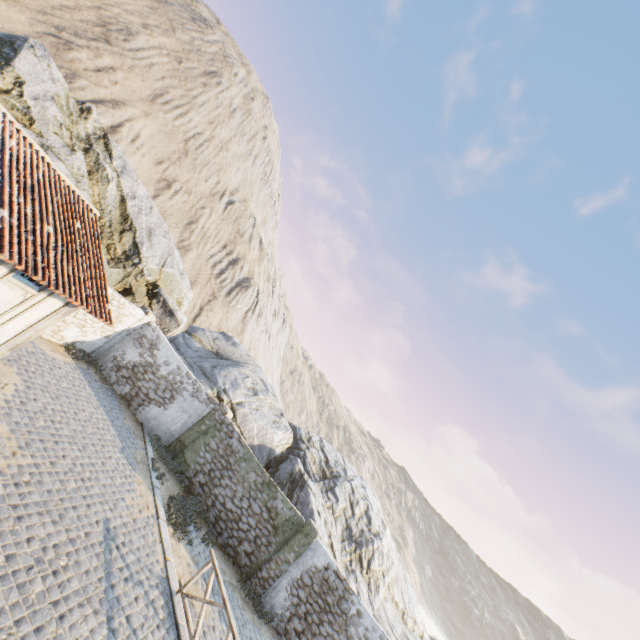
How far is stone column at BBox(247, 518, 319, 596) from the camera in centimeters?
1214cm

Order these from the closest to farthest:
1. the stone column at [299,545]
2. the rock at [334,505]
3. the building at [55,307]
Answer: the building at [55,307], the stone column at [299,545], the rock at [334,505]

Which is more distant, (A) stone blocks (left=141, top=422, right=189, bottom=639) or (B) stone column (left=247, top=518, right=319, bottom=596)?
(B) stone column (left=247, top=518, right=319, bottom=596)

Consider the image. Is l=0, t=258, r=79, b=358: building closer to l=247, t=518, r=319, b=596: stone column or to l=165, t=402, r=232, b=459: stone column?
l=165, t=402, r=232, b=459: stone column

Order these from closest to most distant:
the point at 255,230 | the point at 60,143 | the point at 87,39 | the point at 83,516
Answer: the point at 83,516, the point at 60,143, the point at 87,39, the point at 255,230

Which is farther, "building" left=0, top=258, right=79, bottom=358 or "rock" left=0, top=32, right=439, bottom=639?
"rock" left=0, top=32, right=439, bottom=639

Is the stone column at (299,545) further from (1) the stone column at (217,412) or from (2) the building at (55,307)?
(2) the building at (55,307)

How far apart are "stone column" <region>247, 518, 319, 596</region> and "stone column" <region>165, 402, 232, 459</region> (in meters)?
5.45
